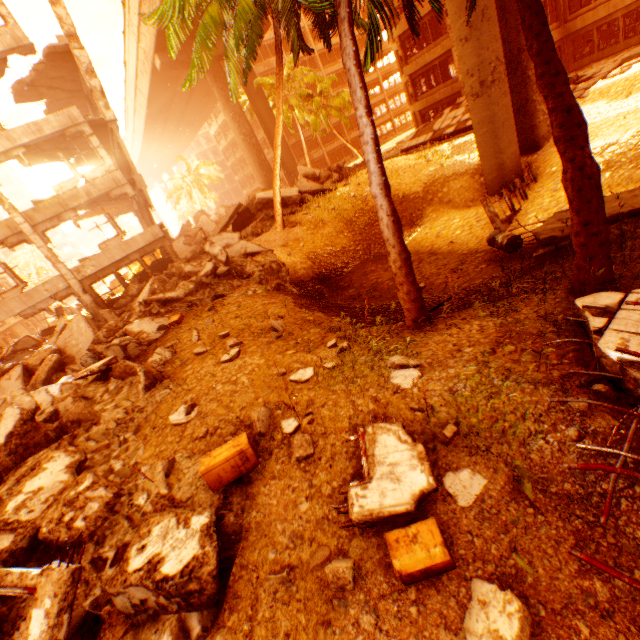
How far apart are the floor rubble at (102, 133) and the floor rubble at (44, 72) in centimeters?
248cm

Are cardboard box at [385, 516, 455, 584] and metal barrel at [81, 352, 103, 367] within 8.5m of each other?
no

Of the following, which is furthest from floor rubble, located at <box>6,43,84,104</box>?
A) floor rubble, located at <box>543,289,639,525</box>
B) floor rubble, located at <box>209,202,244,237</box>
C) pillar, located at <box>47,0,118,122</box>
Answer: floor rubble, located at <box>543,289,639,525</box>

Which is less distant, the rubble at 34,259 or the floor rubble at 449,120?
the floor rubble at 449,120

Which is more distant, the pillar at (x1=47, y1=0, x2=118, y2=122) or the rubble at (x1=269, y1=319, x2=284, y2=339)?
the pillar at (x1=47, y1=0, x2=118, y2=122)

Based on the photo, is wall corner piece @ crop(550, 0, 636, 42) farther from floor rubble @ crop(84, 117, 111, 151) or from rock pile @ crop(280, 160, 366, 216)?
floor rubble @ crop(84, 117, 111, 151)

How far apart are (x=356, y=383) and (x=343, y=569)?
2.57m

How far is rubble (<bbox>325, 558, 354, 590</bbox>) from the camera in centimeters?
306cm
